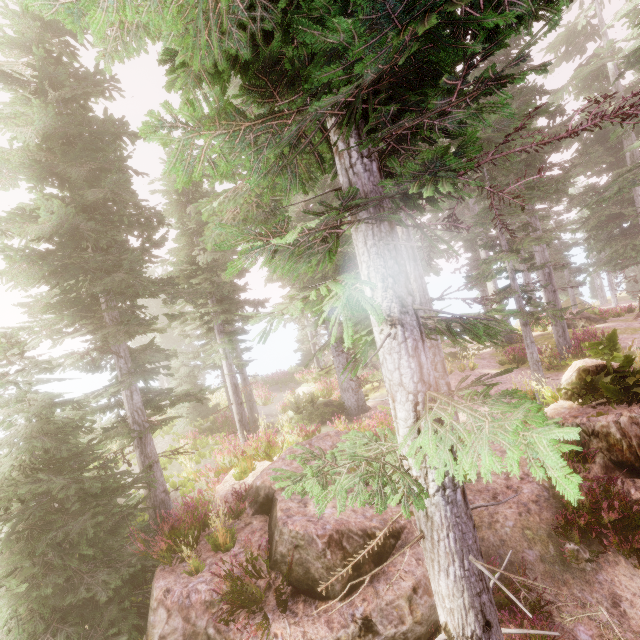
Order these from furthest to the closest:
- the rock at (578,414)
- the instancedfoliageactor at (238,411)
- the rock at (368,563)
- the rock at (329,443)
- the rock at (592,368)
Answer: the rock at (329,443), the rock at (592,368), the rock at (578,414), the rock at (368,563), the instancedfoliageactor at (238,411)

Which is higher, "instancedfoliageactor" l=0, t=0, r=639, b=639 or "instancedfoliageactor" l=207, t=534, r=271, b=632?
"instancedfoliageactor" l=0, t=0, r=639, b=639

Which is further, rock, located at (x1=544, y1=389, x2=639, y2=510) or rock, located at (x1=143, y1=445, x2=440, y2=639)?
rock, located at (x1=544, y1=389, x2=639, y2=510)

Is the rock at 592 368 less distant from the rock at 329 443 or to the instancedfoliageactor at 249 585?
the instancedfoliageactor at 249 585

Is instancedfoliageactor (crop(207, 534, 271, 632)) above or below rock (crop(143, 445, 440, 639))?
above

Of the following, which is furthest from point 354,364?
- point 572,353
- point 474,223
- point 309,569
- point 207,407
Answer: point 572,353

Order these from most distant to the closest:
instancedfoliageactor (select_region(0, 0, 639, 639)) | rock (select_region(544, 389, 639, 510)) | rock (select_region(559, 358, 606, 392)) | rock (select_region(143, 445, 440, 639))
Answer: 1. rock (select_region(559, 358, 606, 392))
2. rock (select_region(544, 389, 639, 510))
3. rock (select_region(143, 445, 440, 639))
4. instancedfoliageactor (select_region(0, 0, 639, 639))

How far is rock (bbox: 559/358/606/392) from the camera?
7.97m
